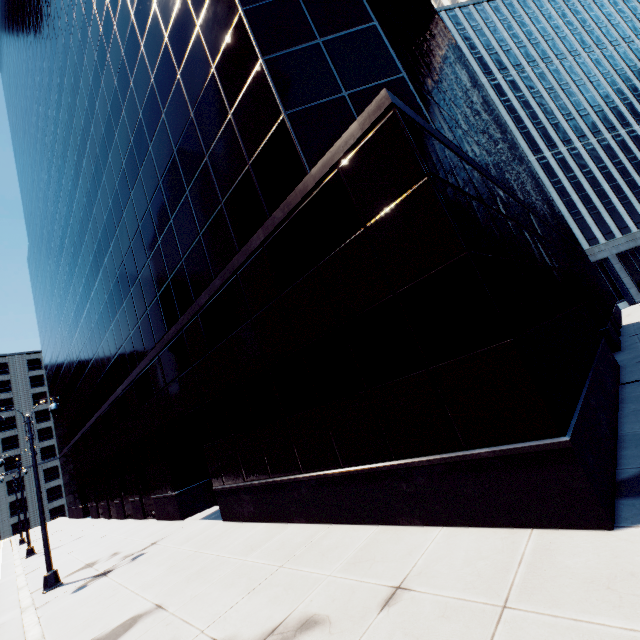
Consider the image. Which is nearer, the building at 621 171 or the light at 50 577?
the building at 621 171

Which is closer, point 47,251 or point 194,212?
point 194,212

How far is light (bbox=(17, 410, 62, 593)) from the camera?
12.5 meters

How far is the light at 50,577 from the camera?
12.5m

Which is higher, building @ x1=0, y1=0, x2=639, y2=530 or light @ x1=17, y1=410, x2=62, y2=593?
building @ x1=0, y1=0, x2=639, y2=530

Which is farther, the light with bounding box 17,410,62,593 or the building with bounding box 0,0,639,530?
the light with bounding box 17,410,62,593
